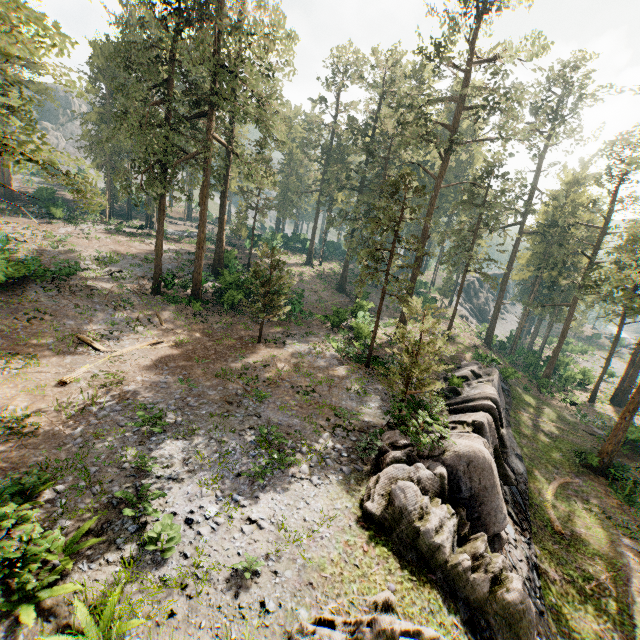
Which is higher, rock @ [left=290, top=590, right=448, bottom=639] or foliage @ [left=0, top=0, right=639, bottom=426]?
foliage @ [left=0, top=0, right=639, bottom=426]

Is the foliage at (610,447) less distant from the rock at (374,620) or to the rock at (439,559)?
the rock at (374,620)

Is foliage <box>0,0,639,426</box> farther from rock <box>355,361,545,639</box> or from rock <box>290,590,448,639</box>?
rock <box>355,361,545,639</box>

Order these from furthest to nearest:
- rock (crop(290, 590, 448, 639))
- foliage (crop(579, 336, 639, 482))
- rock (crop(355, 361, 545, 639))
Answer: foliage (crop(579, 336, 639, 482)) → rock (crop(355, 361, 545, 639)) → rock (crop(290, 590, 448, 639))

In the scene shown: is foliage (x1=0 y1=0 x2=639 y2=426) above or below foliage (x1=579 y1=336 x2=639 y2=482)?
above

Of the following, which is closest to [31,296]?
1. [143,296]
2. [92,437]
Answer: [143,296]
